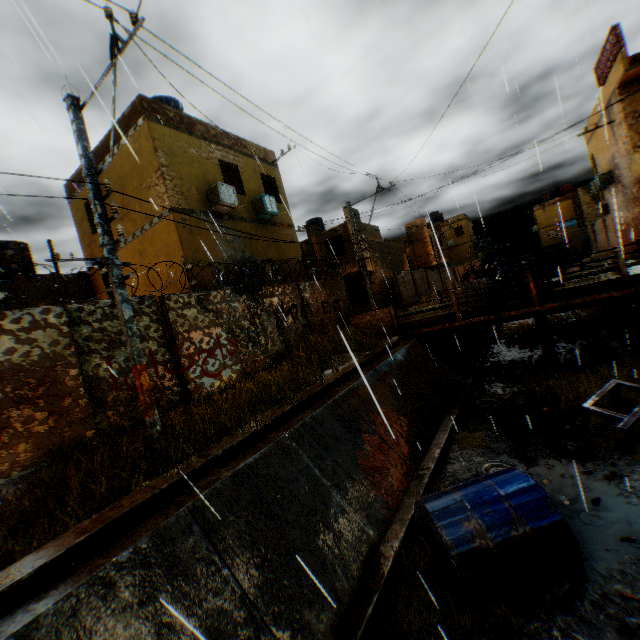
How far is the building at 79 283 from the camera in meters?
13.7

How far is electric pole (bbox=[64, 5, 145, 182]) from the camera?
4.94m

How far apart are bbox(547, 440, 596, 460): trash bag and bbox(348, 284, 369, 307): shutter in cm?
1850

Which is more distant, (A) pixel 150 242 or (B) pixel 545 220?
(B) pixel 545 220

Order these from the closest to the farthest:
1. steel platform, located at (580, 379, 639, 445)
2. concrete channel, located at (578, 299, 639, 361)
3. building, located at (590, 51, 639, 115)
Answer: steel platform, located at (580, 379, 639, 445) < concrete channel, located at (578, 299, 639, 361) < building, located at (590, 51, 639, 115)

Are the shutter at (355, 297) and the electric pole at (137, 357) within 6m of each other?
no

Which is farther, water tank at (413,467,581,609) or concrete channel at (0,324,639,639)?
water tank at (413,467,581,609)

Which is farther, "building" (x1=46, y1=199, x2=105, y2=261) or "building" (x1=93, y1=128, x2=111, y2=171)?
"building" (x1=46, y1=199, x2=105, y2=261)
